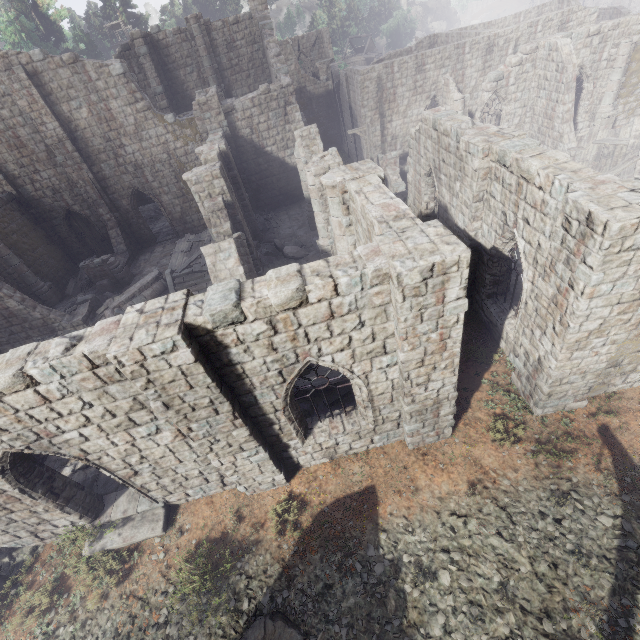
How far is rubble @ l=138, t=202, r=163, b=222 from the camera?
28.9m

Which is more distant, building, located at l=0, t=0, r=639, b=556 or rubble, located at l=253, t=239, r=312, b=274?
rubble, located at l=253, t=239, r=312, b=274

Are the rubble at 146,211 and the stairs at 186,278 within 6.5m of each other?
no

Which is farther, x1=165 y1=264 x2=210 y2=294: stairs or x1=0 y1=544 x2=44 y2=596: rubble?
x1=165 y1=264 x2=210 y2=294: stairs

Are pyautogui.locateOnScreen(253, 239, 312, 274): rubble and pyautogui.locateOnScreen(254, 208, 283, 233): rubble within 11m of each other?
yes

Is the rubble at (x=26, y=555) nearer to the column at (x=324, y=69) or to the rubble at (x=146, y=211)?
the rubble at (x=146, y=211)

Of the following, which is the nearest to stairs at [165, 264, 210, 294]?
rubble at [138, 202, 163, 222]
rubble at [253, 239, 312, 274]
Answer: rubble at [253, 239, 312, 274]

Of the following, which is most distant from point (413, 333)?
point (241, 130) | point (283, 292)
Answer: point (241, 130)
